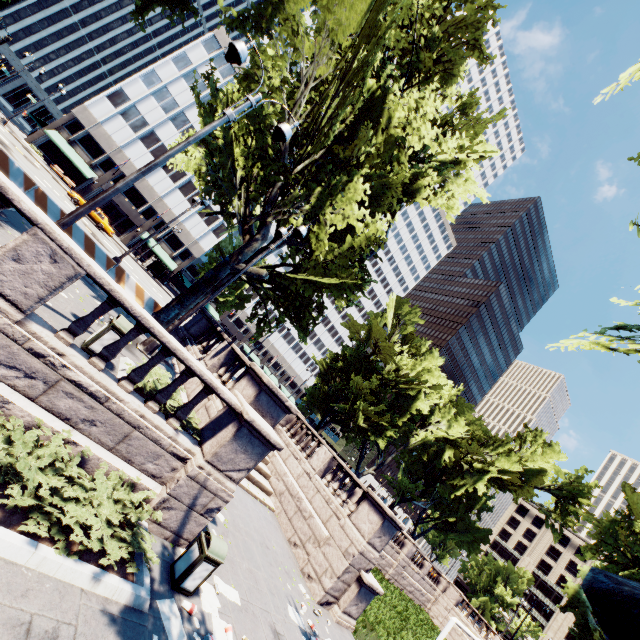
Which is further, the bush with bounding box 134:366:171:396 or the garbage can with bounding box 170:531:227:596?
the bush with bounding box 134:366:171:396

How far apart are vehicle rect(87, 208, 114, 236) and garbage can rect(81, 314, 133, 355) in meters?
32.7

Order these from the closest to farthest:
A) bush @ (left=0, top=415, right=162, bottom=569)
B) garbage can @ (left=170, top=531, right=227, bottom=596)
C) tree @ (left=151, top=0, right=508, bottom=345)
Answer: bush @ (left=0, top=415, right=162, bottom=569), garbage can @ (left=170, top=531, right=227, bottom=596), tree @ (left=151, top=0, right=508, bottom=345)

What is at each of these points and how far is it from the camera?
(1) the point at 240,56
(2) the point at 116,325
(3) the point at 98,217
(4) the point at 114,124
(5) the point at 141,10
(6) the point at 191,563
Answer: (1) light, 7.4 meters
(2) garbage can, 7.2 meters
(3) vehicle, 33.1 meters
(4) building, 45.8 meters
(5) tree, 14.8 meters
(6) garbage can, 6.3 meters

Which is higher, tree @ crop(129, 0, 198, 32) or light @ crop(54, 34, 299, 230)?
tree @ crop(129, 0, 198, 32)

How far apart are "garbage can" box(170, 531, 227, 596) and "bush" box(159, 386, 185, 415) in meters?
2.4

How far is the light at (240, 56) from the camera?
6.7 meters

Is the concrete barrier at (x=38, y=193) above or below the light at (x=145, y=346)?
above
